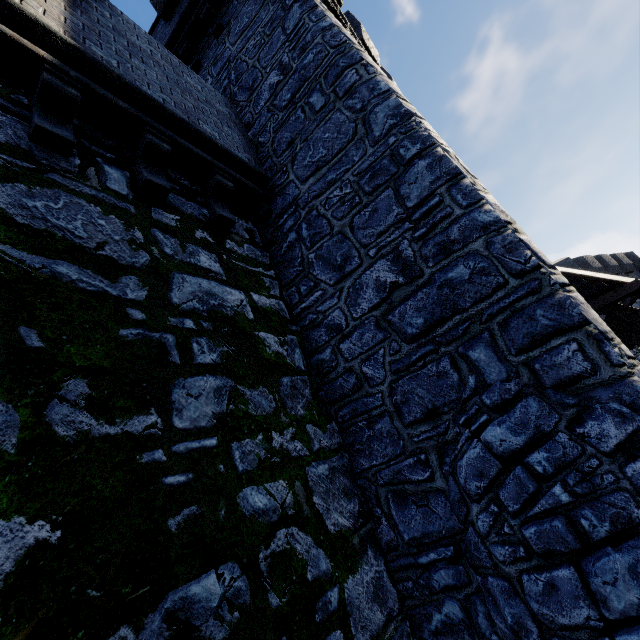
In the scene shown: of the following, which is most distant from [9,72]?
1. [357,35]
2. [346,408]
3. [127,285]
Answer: [357,35]

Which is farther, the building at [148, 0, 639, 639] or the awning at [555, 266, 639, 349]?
the awning at [555, 266, 639, 349]

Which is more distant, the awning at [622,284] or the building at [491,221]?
the awning at [622,284]
